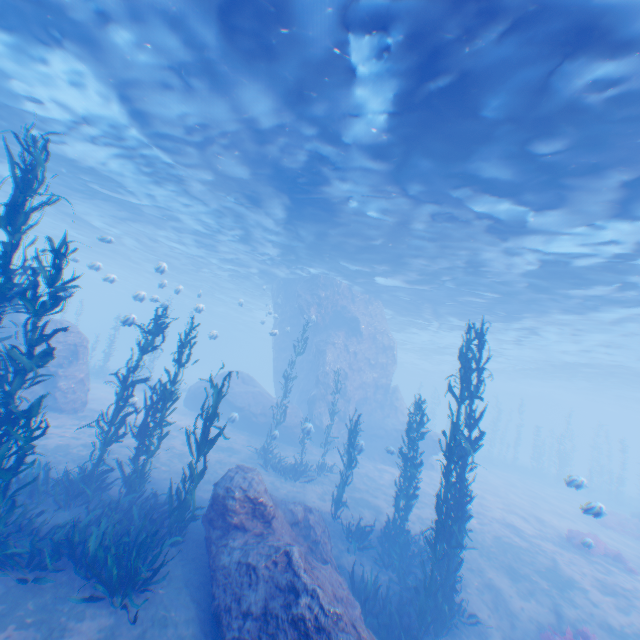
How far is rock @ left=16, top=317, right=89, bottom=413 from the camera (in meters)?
15.45

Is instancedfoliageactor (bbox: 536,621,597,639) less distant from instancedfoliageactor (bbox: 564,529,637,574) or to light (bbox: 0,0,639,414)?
light (bbox: 0,0,639,414)

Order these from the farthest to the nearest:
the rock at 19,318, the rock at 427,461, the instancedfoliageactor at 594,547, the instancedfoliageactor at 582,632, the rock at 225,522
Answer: the rock at 427,461 < the rock at 19,318 < the instancedfoliageactor at 594,547 < the instancedfoliageactor at 582,632 < the rock at 225,522

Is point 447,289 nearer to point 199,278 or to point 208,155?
point 208,155

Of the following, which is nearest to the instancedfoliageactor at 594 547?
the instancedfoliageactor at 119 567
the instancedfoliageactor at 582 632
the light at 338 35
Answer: the instancedfoliageactor at 582 632

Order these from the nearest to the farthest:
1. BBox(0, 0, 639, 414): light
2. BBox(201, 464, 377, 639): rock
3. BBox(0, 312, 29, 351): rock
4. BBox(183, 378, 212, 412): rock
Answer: BBox(201, 464, 377, 639): rock
BBox(0, 0, 639, 414): light
BBox(0, 312, 29, 351): rock
BBox(183, 378, 212, 412): rock
